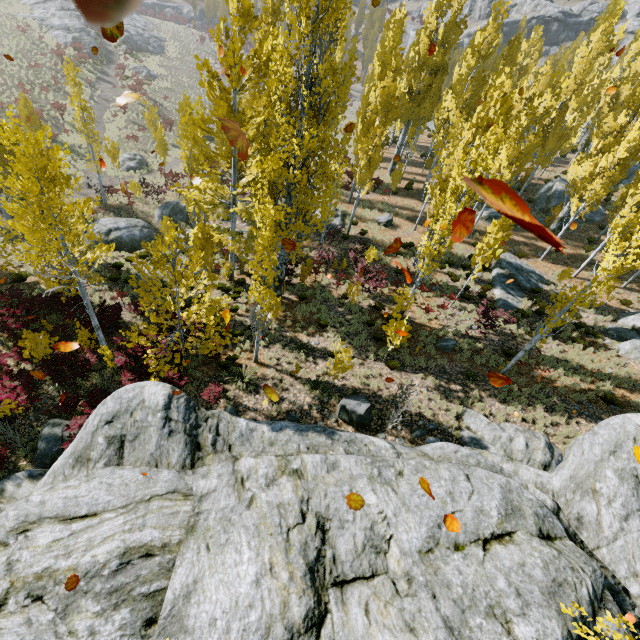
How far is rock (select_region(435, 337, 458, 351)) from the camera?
16.0m

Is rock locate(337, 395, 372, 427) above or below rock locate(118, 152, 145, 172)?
above

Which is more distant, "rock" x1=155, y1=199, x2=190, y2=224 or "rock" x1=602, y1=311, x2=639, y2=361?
"rock" x1=155, y1=199, x2=190, y2=224

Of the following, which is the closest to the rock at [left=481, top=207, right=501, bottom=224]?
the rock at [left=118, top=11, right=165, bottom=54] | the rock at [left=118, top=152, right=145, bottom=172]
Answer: the rock at [left=118, top=152, right=145, bottom=172]

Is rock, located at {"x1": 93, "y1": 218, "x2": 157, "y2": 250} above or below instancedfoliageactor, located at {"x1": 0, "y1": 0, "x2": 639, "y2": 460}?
below

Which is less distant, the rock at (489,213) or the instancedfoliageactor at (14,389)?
the instancedfoliageactor at (14,389)

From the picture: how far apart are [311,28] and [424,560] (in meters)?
Result: 14.07

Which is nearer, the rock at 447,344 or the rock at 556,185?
the rock at 447,344
